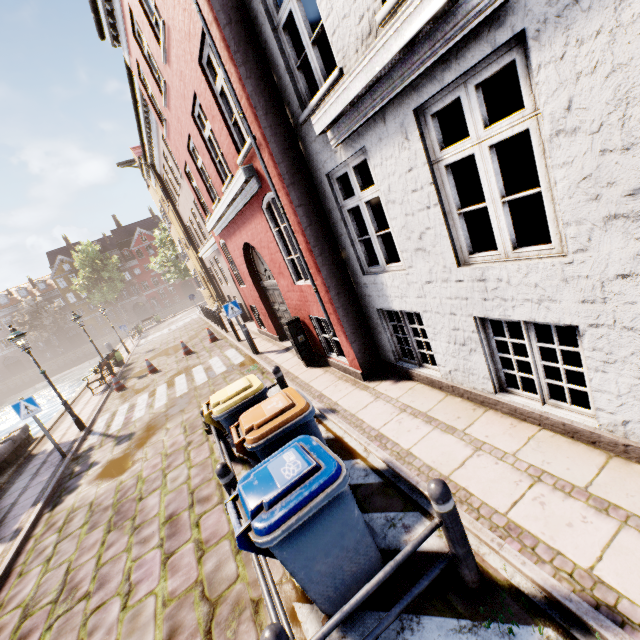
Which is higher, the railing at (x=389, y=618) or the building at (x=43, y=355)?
the building at (x=43, y=355)

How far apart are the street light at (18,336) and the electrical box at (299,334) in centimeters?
809cm

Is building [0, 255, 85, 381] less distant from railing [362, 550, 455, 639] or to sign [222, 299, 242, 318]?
sign [222, 299, 242, 318]

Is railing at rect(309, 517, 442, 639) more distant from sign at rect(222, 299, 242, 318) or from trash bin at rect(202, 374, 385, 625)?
sign at rect(222, 299, 242, 318)

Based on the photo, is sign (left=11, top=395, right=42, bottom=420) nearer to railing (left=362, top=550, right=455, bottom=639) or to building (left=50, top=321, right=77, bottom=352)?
railing (left=362, top=550, right=455, bottom=639)

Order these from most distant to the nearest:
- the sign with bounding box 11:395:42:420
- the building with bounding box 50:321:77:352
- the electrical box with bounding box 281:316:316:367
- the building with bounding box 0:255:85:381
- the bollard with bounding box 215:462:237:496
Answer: the building with bounding box 50:321:77:352 < the building with bounding box 0:255:85:381 < the sign with bounding box 11:395:42:420 < the electrical box with bounding box 281:316:316:367 < the bollard with bounding box 215:462:237:496

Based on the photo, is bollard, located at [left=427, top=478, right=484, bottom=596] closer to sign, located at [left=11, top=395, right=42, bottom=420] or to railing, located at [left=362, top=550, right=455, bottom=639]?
railing, located at [left=362, top=550, right=455, bottom=639]

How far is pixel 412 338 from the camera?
5.3 meters
